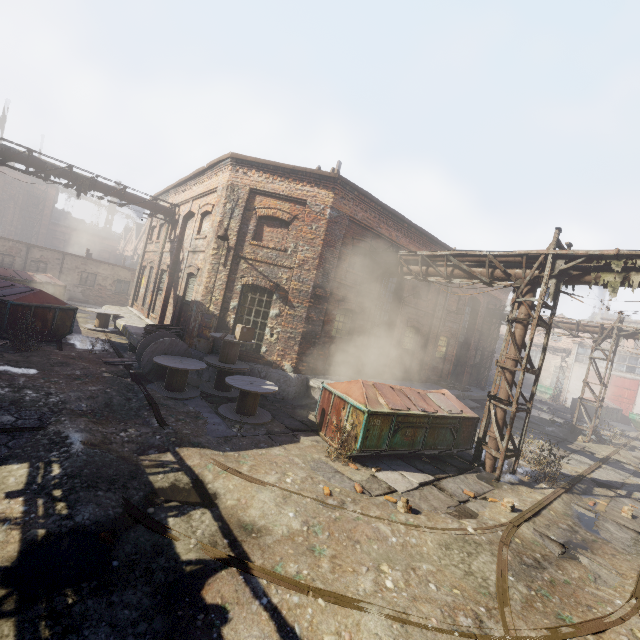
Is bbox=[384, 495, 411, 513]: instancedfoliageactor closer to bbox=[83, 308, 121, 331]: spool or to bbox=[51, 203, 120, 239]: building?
bbox=[83, 308, 121, 331]: spool

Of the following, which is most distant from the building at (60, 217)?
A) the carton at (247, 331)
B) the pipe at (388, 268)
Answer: the pipe at (388, 268)

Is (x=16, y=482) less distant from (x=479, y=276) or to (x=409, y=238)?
(x=479, y=276)

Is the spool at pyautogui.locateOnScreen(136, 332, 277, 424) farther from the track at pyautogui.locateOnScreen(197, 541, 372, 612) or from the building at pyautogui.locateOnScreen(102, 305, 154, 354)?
the track at pyautogui.locateOnScreen(197, 541, 372, 612)

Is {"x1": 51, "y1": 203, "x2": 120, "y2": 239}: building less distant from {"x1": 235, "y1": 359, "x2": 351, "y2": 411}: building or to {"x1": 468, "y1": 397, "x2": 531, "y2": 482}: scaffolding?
{"x1": 235, "y1": 359, "x2": 351, "y2": 411}: building

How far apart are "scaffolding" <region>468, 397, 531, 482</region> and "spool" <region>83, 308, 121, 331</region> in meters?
17.1

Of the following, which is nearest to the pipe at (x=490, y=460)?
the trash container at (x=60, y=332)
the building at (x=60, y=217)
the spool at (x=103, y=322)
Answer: the trash container at (x=60, y=332)

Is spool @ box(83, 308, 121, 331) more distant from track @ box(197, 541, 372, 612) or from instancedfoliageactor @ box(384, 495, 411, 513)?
instancedfoliageactor @ box(384, 495, 411, 513)
